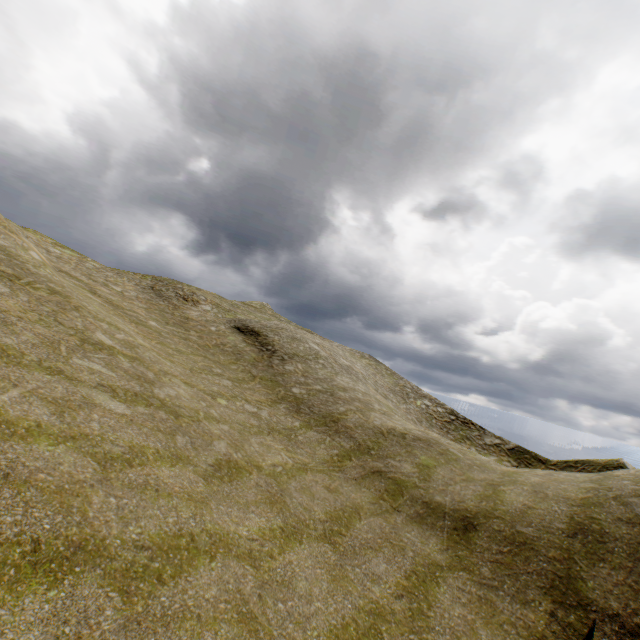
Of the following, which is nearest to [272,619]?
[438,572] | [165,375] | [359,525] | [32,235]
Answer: [359,525]
